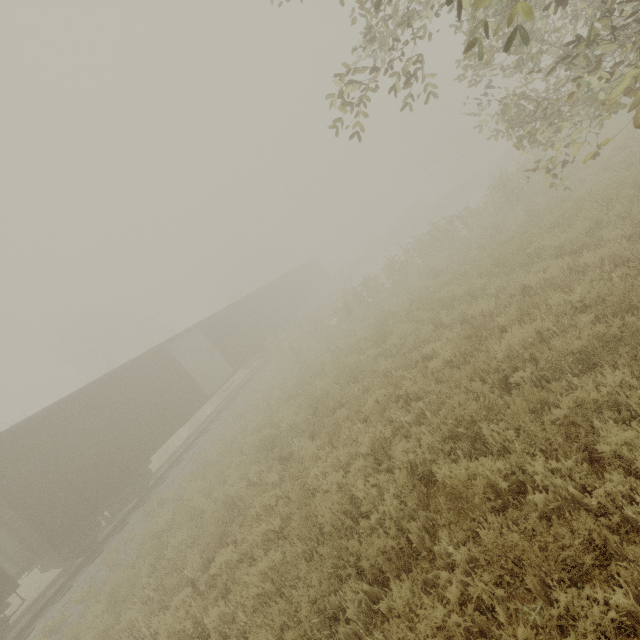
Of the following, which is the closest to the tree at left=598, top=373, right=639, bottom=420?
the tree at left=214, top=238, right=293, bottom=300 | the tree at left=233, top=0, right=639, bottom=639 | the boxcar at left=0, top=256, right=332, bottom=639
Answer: the tree at left=233, top=0, right=639, bottom=639

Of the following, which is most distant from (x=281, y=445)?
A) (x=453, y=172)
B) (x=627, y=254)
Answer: (x=453, y=172)

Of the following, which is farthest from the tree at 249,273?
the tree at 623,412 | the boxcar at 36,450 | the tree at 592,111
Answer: the tree at 623,412

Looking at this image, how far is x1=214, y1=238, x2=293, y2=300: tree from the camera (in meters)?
44.47

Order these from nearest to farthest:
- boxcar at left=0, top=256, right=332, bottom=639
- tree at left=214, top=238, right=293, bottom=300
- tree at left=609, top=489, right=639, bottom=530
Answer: tree at left=609, top=489, right=639, bottom=530 < boxcar at left=0, top=256, right=332, bottom=639 < tree at left=214, top=238, right=293, bottom=300

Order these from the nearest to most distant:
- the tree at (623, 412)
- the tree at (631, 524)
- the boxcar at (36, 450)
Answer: the tree at (631, 524) → the tree at (623, 412) → the boxcar at (36, 450)

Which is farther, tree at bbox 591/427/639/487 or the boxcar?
the boxcar
